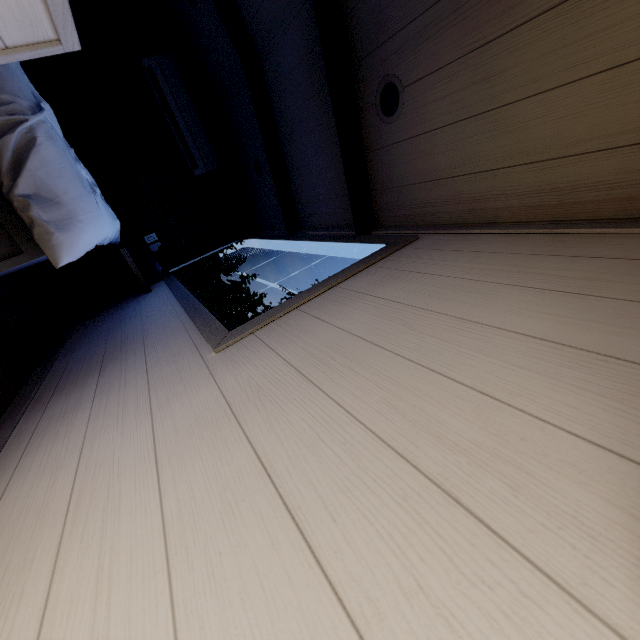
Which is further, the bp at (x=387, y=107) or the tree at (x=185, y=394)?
the bp at (x=387, y=107)

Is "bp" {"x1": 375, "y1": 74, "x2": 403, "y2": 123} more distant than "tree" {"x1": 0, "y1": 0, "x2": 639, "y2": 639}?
Yes

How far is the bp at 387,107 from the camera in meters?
1.6

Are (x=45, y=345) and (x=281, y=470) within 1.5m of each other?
no

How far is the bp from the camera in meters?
1.6 m
